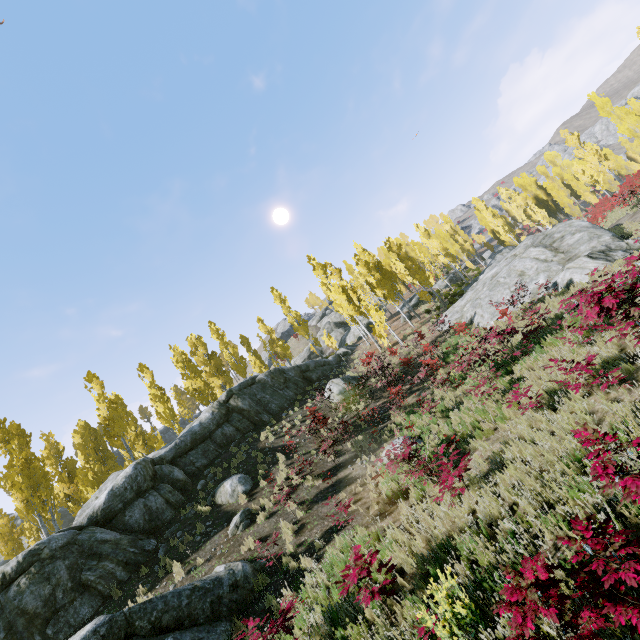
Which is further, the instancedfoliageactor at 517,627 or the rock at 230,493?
the rock at 230,493

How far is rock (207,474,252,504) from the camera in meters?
13.9 m

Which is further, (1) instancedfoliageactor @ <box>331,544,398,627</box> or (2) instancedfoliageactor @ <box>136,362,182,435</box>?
(2) instancedfoliageactor @ <box>136,362,182,435</box>

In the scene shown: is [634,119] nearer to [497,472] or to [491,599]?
[497,472]

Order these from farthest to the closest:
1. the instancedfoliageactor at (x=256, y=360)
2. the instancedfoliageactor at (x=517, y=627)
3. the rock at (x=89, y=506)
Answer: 1. the instancedfoliageactor at (x=256, y=360)
2. the rock at (x=89, y=506)
3. the instancedfoliageactor at (x=517, y=627)

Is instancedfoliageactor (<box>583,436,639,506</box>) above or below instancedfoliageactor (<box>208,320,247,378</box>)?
below

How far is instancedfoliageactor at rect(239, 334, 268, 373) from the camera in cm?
3753

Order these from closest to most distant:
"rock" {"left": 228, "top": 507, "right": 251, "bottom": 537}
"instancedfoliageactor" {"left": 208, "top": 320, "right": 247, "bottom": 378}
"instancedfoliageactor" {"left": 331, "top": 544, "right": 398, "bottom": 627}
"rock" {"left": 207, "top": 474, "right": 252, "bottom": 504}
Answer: "instancedfoliageactor" {"left": 331, "top": 544, "right": 398, "bottom": 627} → "rock" {"left": 228, "top": 507, "right": 251, "bottom": 537} → "rock" {"left": 207, "top": 474, "right": 252, "bottom": 504} → "instancedfoliageactor" {"left": 208, "top": 320, "right": 247, "bottom": 378}
